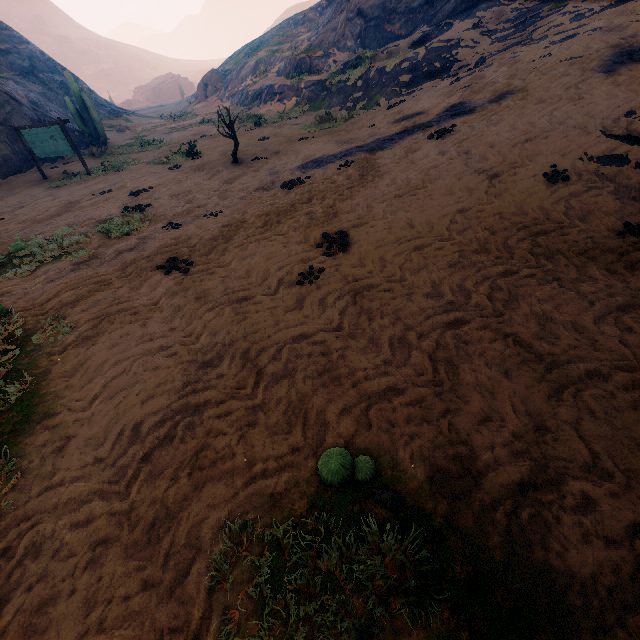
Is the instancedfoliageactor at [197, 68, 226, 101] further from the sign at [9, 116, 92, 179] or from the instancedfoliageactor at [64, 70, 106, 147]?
the sign at [9, 116, 92, 179]

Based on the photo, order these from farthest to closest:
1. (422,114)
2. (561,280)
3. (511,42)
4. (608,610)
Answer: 1. (511,42)
2. (422,114)
3. (561,280)
4. (608,610)

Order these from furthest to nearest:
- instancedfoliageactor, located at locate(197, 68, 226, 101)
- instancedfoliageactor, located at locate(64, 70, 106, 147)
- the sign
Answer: instancedfoliageactor, located at locate(197, 68, 226, 101), instancedfoliageactor, located at locate(64, 70, 106, 147), the sign

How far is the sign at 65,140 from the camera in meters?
13.4 m

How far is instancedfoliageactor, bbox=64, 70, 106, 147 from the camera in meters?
19.6

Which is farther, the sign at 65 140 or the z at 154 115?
the sign at 65 140

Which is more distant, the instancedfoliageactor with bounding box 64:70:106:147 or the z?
the instancedfoliageactor with bounding box 64:70:106:147

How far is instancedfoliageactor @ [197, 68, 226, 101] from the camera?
38.7m
